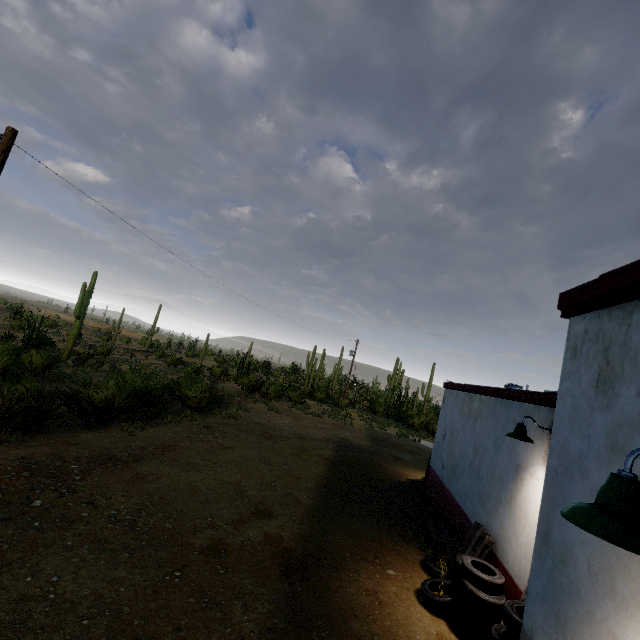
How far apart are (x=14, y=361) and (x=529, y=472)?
19.91m

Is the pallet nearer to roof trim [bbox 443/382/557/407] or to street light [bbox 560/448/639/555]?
roof trim [bbox 443/382/557/407]

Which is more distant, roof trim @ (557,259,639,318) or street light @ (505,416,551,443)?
street light @ (505,416,551,443)

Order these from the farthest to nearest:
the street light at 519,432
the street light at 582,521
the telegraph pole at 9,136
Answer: the telegraph pole at 9,136 < the street light at 519,432 < the street light at 582,521

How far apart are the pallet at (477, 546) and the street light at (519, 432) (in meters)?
2.41

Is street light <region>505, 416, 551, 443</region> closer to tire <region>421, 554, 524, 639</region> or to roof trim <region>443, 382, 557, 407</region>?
roof trim <region>443, 382, 557, 407</region>

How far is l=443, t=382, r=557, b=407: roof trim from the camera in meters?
5.9 m

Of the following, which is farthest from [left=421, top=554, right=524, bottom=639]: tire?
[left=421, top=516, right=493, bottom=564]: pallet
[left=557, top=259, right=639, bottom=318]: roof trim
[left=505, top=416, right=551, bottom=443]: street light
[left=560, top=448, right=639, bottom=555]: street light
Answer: [left=560, top=448, right=639, bottom=555]: street light
